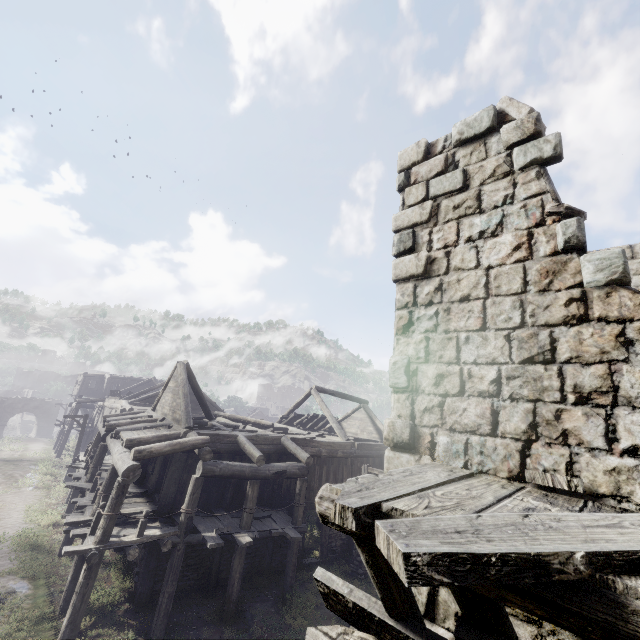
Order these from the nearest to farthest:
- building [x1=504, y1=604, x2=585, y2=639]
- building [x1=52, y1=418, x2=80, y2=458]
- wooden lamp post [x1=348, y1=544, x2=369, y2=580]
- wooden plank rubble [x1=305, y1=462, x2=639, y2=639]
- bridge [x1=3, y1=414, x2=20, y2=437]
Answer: wooden plank rubble [x1=305, y1=462, x2=639, y2=639], building [x1=504, y1=604, x2=585, y2=639], wooden lamp post [x1=348, y1=544, x2=369, y2=580], building [x1=52, y1=418, x2=80, y2=458], bridge [x1=3, y1=414, x2=20, y2=437]

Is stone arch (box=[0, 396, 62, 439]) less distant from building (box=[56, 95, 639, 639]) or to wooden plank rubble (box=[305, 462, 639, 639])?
building (box=[56, 95, 639, 639])

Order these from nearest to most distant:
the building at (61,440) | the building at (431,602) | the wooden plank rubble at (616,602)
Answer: the wooden plank rubble at (616,602) → the building at (431,602) → the building at (61,440)

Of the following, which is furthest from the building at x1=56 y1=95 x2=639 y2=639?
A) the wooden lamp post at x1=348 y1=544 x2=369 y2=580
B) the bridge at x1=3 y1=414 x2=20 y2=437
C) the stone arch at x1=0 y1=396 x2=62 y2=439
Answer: the bridge at x1=3 y1=414 x2=20 y2=437

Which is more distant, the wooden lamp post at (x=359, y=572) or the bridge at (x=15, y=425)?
the bridge at (x=15, y=425)

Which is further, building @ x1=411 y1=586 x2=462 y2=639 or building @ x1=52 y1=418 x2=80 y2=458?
building @ x1=52 y1=418 x2=80 y2=458

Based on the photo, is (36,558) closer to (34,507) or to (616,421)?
(34,507)
